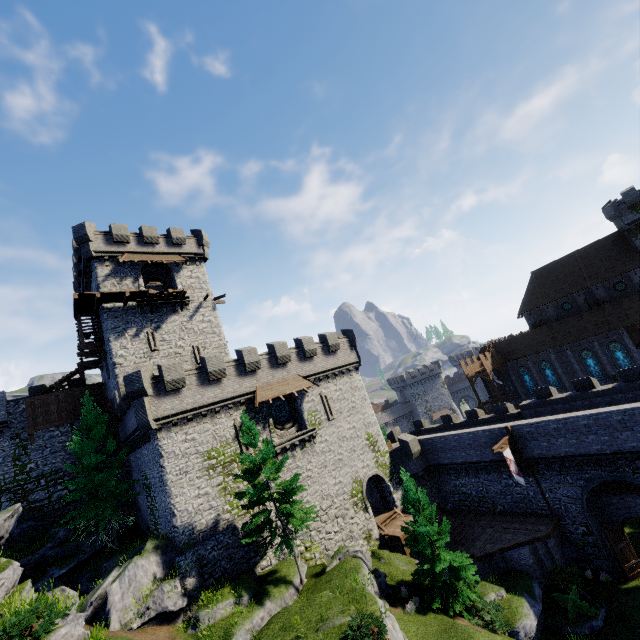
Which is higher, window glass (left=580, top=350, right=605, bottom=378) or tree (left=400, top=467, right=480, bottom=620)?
window glass (left=580, top=350, right=605, bottom=378)

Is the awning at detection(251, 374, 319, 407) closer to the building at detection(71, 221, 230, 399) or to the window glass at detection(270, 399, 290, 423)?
the window glass at detection(270, 399, 290, 423)

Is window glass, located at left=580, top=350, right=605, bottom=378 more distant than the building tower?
Yes

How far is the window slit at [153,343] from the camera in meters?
27.9 m

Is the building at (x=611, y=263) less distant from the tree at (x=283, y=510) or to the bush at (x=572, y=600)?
the bush at (x=572, y=600)

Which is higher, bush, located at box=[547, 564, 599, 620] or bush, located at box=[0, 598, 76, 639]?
bush, located at box=[0, 598, 76, 639]

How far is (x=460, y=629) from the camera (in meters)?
16.38

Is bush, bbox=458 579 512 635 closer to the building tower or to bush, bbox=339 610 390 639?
bush, bbox=339 610 390 639
